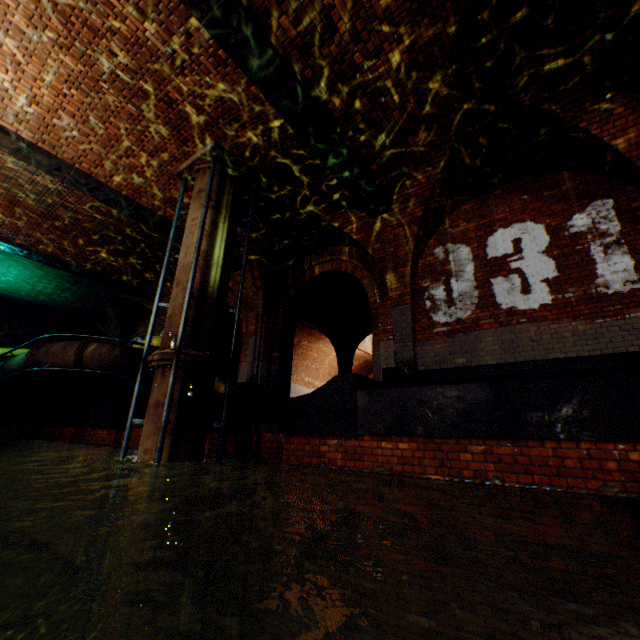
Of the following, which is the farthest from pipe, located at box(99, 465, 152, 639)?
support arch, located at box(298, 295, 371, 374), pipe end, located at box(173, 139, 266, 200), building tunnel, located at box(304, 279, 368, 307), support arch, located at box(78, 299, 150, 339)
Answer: support arch, located at box(78, 299, 150, 339)

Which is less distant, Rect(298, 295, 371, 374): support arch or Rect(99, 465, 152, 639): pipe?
Rect(99, 465, 152, 639): pipe

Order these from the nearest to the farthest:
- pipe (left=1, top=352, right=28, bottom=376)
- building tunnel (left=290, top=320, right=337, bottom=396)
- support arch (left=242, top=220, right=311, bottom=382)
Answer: support arch (left=242, top=220, right=311, bottom=382)
pipe (left=1, top=352, right=28, bottom=376)
building tunnel (left=290, top=320, right=337, bottom=396)

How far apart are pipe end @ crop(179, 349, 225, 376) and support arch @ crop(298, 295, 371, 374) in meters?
7.6 m

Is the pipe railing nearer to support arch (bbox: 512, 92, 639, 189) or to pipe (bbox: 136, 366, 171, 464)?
pipe (bbox: 136, 366, 171, 464)

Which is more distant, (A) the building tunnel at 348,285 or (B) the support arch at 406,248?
(A) the building tunnel at 348,285

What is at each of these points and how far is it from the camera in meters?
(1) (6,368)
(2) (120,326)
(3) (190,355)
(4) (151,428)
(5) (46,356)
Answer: (1) pipe, 12.4
(2) support arch, 15.8
(3) pipe end, 5.3
(4) pipe, 5.0
(5) pipe, 10.0

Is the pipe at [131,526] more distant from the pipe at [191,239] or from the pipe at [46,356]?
the pipe at [46,356]
